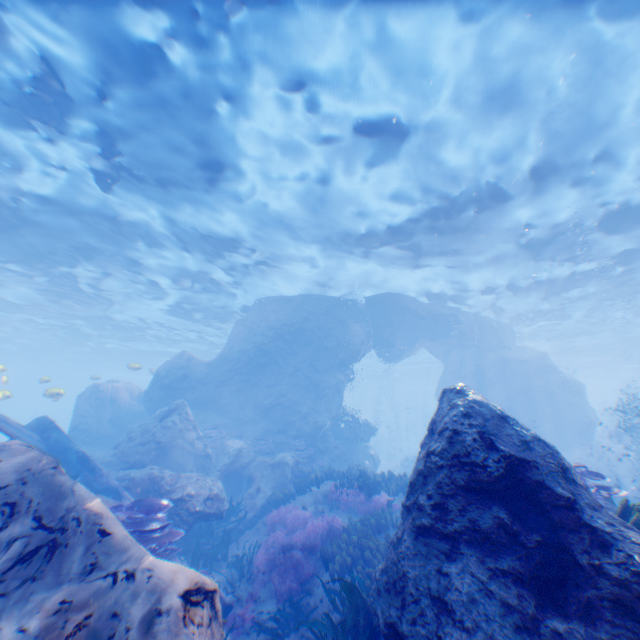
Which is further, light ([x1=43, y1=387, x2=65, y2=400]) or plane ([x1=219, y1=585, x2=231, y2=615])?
light ([x1=43, y1=387, x2=65, y2=400])

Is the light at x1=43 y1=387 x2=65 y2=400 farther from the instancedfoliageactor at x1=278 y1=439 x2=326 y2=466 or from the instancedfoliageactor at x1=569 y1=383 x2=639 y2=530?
the instancedfoliageactor at x1=278 y1=439 x2=326 y2=466

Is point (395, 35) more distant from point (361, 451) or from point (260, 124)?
point (361, 451)

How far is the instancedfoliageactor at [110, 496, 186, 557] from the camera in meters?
6.8 m

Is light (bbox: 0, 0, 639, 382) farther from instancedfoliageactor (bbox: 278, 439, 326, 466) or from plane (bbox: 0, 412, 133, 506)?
instancedfoliageactor (bbox: 278, 439, 326, 466)

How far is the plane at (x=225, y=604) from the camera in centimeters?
734cm

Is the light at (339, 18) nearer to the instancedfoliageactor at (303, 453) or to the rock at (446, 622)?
the rock at (446, 622)

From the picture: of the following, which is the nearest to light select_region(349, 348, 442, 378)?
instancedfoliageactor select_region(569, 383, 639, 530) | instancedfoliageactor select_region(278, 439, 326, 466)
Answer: instancedfoliageactor select_region(569, 383, 639, 530)
